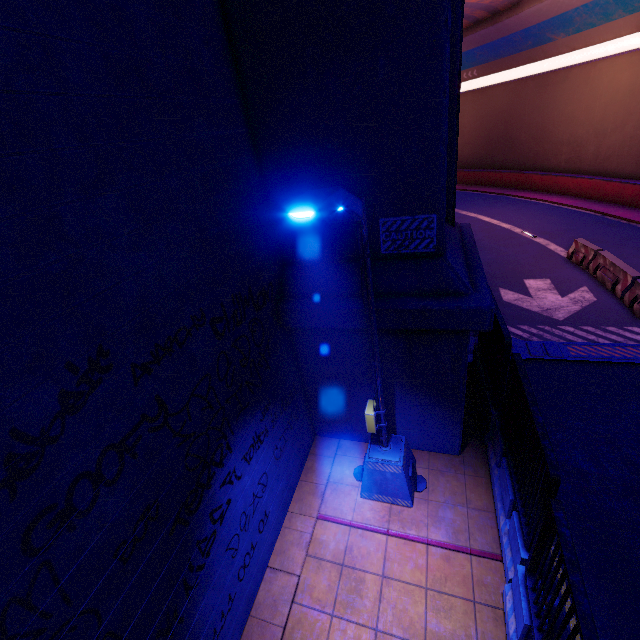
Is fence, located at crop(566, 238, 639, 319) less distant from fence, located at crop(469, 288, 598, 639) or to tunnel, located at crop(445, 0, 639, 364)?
tunnel, located at crop(445, 0, 639, 364)

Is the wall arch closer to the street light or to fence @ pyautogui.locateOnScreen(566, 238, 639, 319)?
the street light

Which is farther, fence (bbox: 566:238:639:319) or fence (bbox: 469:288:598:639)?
fence (bbox: 566:238:639:319)

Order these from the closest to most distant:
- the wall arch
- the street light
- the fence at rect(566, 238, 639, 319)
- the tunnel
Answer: the street light < the wall arch < the tunnel < the fence at rect(566, 238, 639, 319)

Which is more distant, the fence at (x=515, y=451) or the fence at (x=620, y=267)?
the fence at (x=620, y=267)

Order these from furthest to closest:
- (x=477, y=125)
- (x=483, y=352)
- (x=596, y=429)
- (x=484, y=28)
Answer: (x=477, y=125), (x=484, y=28), (x=483, y=352), (x=596, y=429)

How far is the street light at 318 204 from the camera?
2.5 meters

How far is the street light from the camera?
2.54m
